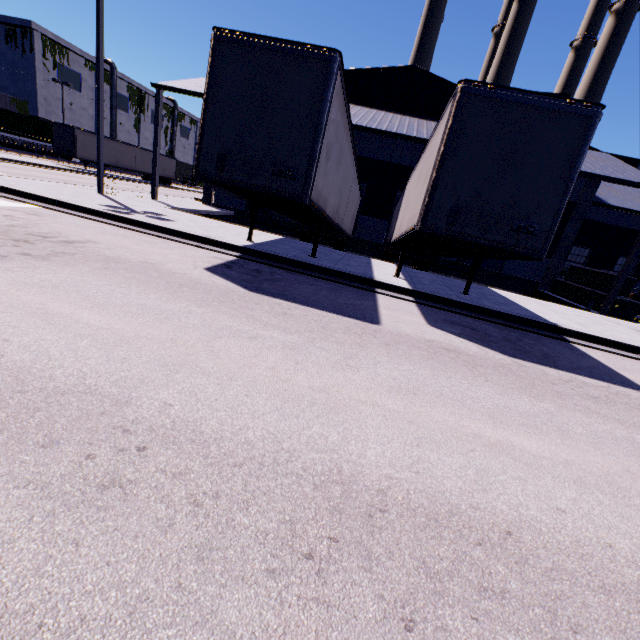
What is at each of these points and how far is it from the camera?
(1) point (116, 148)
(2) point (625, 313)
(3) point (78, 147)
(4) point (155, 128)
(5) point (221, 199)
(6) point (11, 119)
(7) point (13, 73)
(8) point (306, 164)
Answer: (1) semi trailer, 35.2m
(2) concrete block, 14.9m
(3) semi trailer, 31.1m
(4) building, 16.5m
(5) building, 22.9m
(6) cargo container, 35.3m
(7) building, 43.9m
(8) semi trailer, 6.6m

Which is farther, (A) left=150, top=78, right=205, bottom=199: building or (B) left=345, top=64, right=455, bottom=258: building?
(B) left=345, top=64, right=455, bottom=258: building

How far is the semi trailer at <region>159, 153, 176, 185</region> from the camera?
42.3 meters

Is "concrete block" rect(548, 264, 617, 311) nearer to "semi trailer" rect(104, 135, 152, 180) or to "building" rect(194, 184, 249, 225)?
"building" rect(194, 184, 249, 225)

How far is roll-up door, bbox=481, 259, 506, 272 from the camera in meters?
21.1

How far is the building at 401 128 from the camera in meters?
16.4 m

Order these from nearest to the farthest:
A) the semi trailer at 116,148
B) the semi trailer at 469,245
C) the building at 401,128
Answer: the semi trailer at 469,245, the building at 401,128, the semi trailer at 116,148

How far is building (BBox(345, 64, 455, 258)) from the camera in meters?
16.4
